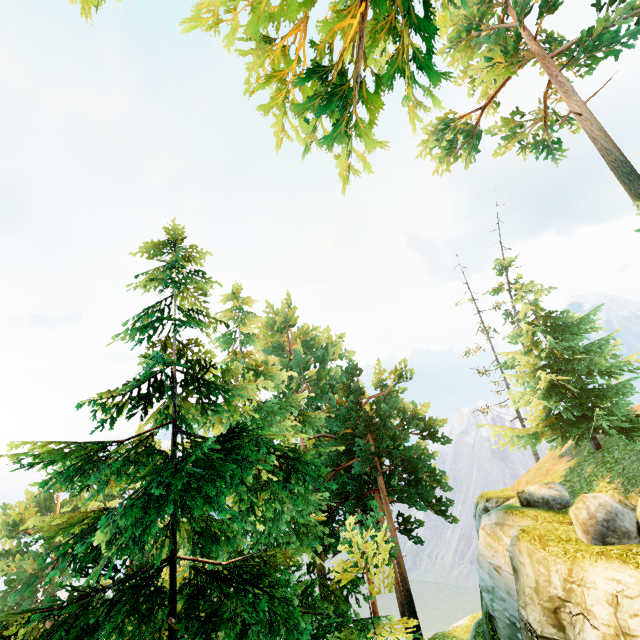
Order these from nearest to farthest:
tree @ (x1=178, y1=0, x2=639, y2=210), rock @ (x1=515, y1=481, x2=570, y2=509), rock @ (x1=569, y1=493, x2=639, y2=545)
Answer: tree @ (x1=178, y1=0, x2=639, y2=210), rock @ (x1=569, y1=493, x2=639, y2=545), rock @ (x1=515, y1=481, x2=570, y2=509)

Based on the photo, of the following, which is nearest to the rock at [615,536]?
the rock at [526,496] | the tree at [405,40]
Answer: the rock at [526,496]

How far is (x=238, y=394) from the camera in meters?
6.4 m

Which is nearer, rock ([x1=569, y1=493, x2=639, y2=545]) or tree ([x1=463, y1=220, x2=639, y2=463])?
rock ([x1=569, y1=493, x2=639, y2=545])

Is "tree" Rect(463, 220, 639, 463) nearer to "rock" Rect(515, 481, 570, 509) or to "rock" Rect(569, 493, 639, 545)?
"rock" Rect(515, 481, 570, 509)

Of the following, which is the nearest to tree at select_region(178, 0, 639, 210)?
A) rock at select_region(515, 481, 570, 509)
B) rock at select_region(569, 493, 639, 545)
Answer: rock at select_region(515, 481, 570, 509)
